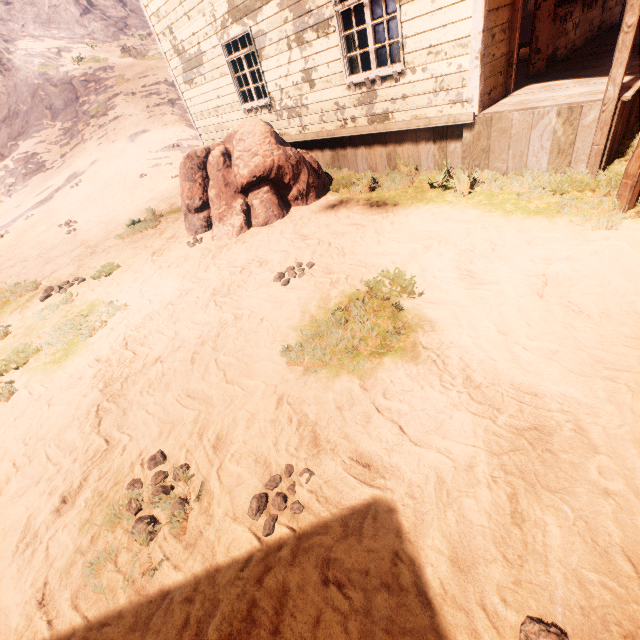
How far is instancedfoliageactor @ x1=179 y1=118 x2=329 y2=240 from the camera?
6.7m

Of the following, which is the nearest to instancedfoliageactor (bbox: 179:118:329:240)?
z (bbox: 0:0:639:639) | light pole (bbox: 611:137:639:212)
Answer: z (bbox: 0:0:639:639)

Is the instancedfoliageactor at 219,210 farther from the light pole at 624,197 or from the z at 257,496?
the light pole at 624,197

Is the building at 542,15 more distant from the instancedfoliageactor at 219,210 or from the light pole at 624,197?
the light pole at 624,197

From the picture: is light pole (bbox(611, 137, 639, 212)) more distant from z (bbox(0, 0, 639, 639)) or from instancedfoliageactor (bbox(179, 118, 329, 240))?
instancedfoliageactor (bbox(179, 118, 329, 240))

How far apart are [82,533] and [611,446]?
3.86m

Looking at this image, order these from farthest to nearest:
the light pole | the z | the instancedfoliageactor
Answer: the instancedfoliageactor
the light pole
the z
